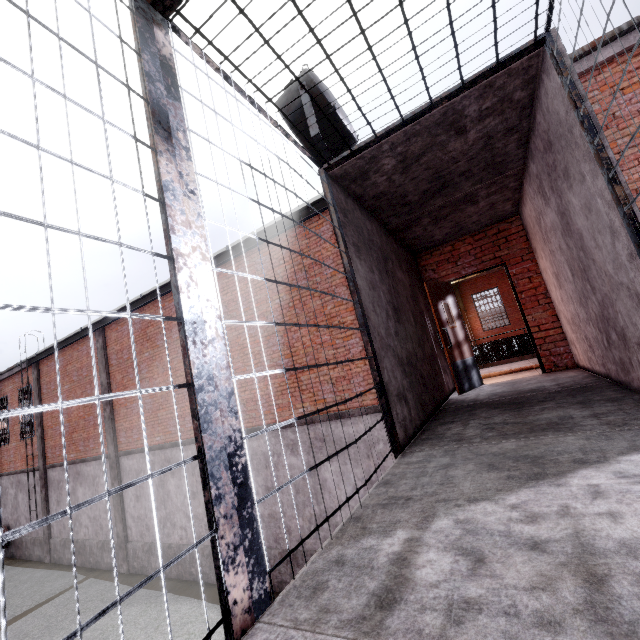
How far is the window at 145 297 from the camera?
10.4m

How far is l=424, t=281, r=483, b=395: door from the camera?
5.66m

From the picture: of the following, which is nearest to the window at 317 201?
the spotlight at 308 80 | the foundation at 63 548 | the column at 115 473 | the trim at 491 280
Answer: the column at 115 473

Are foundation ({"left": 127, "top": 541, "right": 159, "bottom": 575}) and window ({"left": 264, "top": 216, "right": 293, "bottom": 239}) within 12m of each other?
yes

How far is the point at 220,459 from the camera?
1.2 meters

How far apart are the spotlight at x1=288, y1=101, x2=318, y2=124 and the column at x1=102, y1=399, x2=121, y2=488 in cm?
1219

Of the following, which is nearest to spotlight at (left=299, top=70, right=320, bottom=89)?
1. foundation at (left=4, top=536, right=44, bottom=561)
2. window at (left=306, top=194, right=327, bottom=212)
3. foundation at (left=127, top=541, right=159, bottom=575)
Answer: window at (left=306, top=194, right=327, bottom=212)

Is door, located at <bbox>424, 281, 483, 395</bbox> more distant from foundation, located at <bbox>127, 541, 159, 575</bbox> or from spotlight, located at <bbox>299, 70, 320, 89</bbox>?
foundation, located at <bbox>127, 541, 159, 575</bbox>
